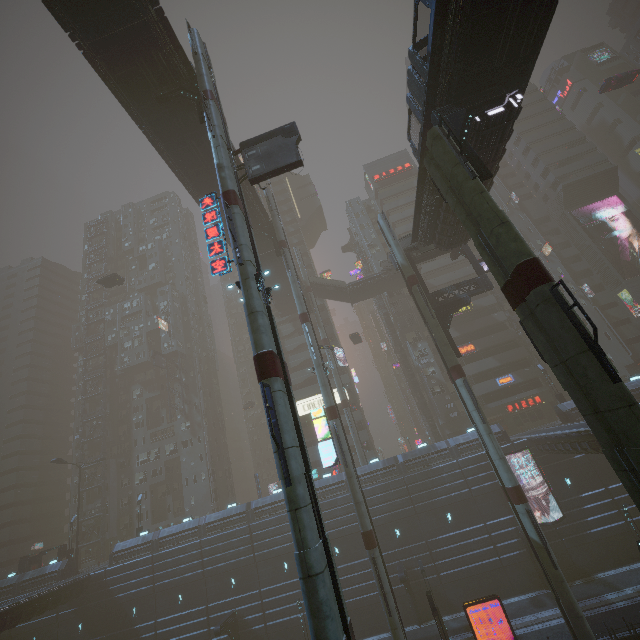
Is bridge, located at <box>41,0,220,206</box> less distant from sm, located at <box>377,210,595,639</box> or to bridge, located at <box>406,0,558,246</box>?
sm, located at <box>377,210,595,639</box>

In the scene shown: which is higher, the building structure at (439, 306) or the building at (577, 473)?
the building structure at (439, 306)

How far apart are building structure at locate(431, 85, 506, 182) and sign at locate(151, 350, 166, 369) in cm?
5534

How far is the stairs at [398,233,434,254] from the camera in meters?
27.8 m

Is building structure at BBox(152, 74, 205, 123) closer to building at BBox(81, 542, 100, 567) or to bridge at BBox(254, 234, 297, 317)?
bridge at BBox(254, 234, 297, 317)

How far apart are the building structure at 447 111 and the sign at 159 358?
55.3 meters

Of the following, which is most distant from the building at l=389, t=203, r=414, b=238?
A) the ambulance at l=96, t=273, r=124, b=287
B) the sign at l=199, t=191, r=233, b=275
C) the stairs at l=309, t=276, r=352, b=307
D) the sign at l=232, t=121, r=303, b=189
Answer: the ambulance at l=96, t=273, r=124, b=287

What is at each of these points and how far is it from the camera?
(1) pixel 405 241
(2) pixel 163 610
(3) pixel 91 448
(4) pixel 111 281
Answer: (1) stairs, 31.9 meters
(2) building, 34.5 meters
(3) building, 57.8 meters
(4) ambulance, 47.2 meters
